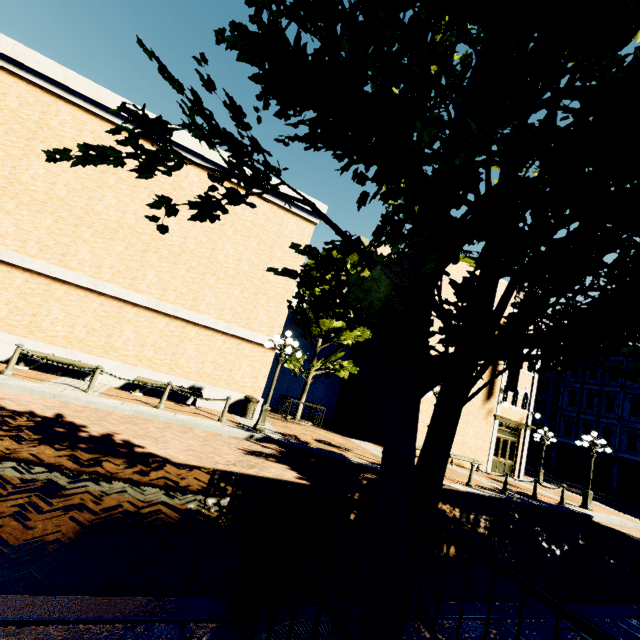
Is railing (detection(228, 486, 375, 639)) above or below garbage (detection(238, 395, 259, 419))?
above

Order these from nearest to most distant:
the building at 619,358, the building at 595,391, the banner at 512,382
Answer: the banner at 512,382
the building at 595,391
the building at 619,358

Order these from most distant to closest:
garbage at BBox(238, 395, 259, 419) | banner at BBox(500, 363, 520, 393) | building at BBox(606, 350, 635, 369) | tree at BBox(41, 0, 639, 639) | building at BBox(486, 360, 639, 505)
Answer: building at BBox(606, 350, 635, 369) → building at BBox(486, 360, 639, 505) → banner at BBox(500, 363, 520, 393) → garbage at BBox(238, 395, 259, 419) → tree at BBox(41, 0, 639, 639)

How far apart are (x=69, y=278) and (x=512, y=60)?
14.0 meters

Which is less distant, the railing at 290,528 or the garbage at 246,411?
the railing at 290,528

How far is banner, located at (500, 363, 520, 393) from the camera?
19.3m

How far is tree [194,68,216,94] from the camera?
2.0m

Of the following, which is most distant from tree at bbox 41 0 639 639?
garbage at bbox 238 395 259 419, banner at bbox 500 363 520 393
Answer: banner at bbox 500 363 520 393
